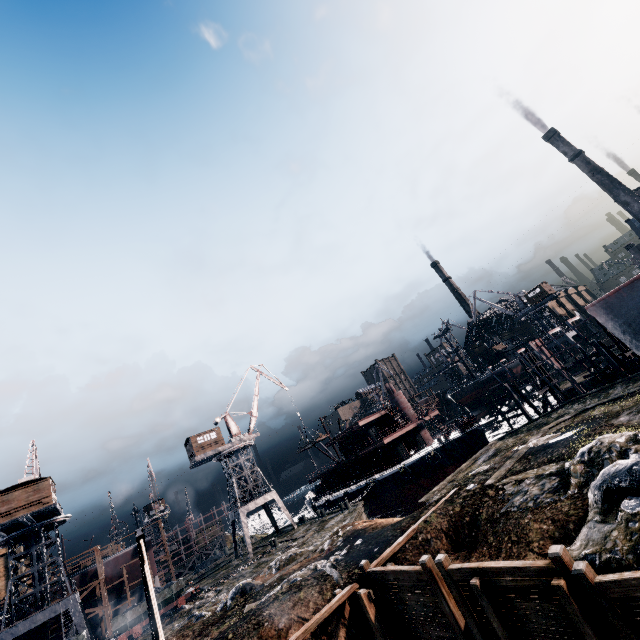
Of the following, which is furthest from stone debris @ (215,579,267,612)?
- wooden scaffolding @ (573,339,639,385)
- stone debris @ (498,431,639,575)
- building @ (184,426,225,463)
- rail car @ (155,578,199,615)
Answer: wooden scaffolding @ (573,339,639,385)

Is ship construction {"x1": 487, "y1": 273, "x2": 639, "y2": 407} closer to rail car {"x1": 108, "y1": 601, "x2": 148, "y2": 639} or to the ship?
the ship

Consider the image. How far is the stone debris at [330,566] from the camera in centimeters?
1761cm

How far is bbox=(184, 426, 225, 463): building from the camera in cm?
4578

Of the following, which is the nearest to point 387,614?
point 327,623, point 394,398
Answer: point 327,623

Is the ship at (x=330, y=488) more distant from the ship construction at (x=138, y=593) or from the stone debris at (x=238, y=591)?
the ship construction at (x=138, y=593)

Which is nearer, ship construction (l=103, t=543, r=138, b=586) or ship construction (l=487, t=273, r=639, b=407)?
ship construction (l=487, t=273, r=639, b=407)

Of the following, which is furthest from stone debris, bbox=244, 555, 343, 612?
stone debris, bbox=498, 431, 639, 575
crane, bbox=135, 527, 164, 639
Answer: crane, bbox=135, 527, 164, 639
